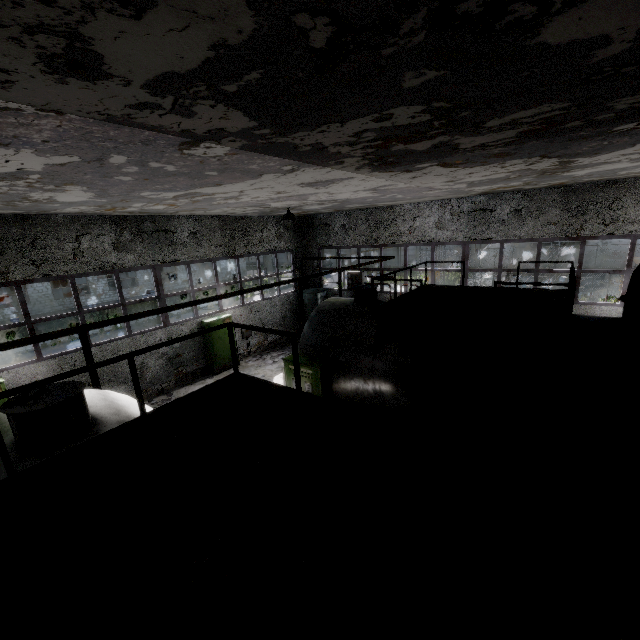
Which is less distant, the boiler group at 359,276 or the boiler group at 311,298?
the boiler group at 359,276

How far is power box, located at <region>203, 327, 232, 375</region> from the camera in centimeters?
1412cm

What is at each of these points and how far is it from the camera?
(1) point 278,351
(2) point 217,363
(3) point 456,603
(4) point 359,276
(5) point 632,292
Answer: (1) concrete debris, 16.6 meters
(2) power box, 14.4 meters
(3) boiler tank, 1.6 meters
(4) boiler group, 16.9 meters
(5) pipe, 6.1 meters

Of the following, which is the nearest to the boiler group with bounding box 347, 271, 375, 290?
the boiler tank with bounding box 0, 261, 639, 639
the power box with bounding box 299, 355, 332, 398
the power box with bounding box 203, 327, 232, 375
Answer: the power box with bounding box 203, 327, 232, 375

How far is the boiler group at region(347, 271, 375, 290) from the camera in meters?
16.8

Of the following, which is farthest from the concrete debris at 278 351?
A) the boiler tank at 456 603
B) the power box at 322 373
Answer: the boiler tank at 456 603

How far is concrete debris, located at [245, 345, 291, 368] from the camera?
15.2m

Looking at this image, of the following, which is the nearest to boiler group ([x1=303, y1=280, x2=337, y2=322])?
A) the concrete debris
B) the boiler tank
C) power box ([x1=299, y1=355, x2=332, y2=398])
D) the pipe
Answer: the concrete debris
